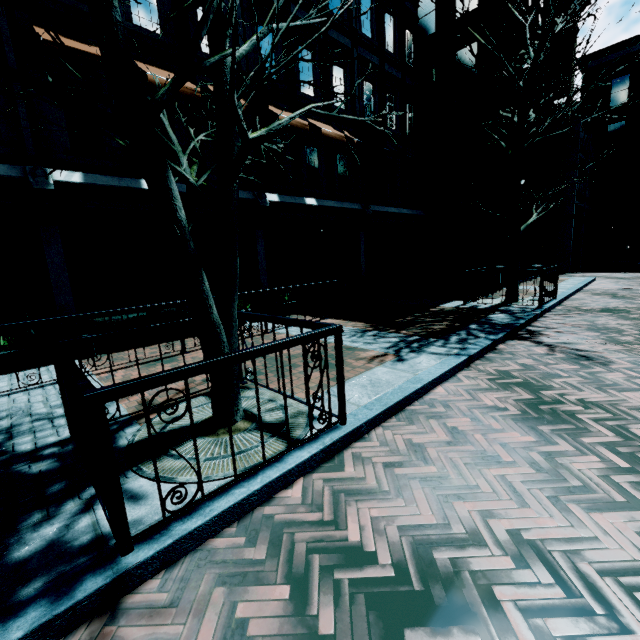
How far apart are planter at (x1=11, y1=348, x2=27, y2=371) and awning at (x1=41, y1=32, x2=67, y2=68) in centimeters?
508cm

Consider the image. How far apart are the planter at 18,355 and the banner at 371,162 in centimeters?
1035cm

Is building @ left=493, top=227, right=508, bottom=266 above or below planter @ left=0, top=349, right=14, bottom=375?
above

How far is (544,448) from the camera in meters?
2.9 m

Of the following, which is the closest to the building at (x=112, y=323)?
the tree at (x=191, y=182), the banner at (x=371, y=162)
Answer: the banner at (x=371, y=162)

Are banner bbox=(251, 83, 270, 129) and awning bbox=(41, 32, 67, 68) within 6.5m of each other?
yes

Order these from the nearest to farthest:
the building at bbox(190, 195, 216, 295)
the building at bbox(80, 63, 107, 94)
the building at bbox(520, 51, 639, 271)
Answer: the building at bbox(80, 63, 107, 94) < the building at bbox(190, 195, 216, 295) < the building at bbox(520, 51, 639, 271)

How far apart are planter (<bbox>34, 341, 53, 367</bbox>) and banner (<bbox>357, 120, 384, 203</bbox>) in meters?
10.3
